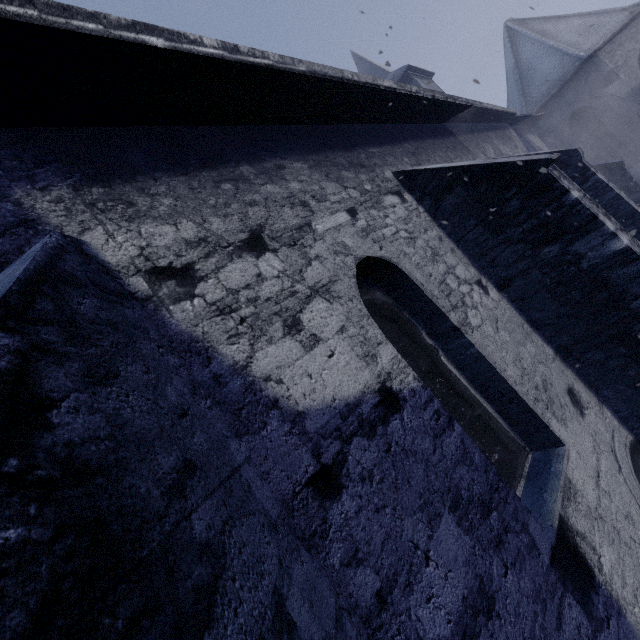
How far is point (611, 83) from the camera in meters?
13.0
